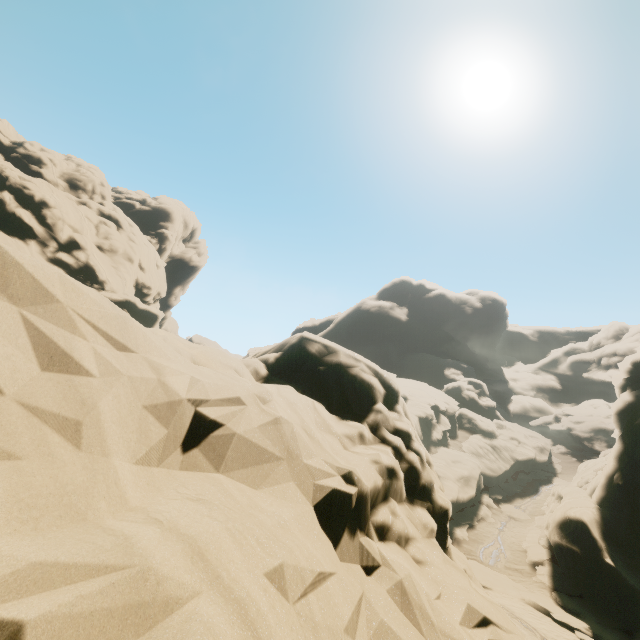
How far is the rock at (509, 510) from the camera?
Result: 33.2m

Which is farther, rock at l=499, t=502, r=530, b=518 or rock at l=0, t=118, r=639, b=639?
rock at l=499, t=502, r=530, b=518

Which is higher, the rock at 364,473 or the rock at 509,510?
the rock at 364,473

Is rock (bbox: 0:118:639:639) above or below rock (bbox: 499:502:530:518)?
above

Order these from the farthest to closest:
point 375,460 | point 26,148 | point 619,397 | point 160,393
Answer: point 26,148 → point 619,397 → point 375,460 → point 160,393

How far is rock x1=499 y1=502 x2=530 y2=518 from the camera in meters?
33.2
